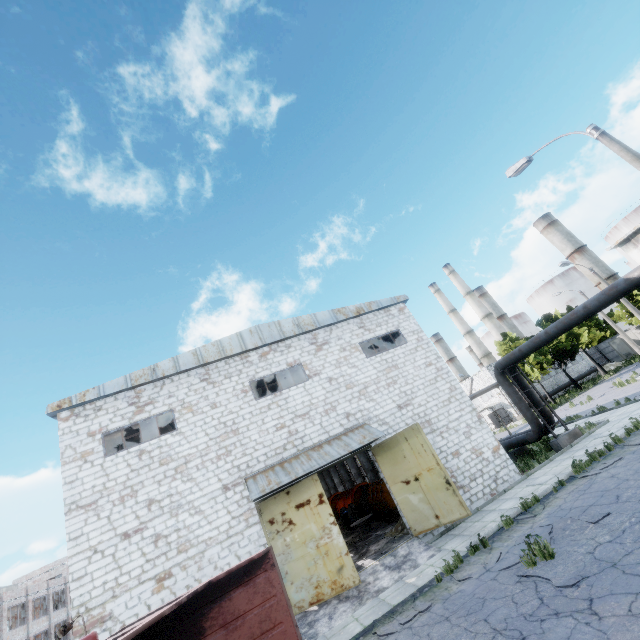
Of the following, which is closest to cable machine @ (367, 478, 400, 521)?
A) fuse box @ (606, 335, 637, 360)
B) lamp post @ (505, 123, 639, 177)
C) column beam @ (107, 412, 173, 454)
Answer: column beam @ (107, 412, 173, 454)

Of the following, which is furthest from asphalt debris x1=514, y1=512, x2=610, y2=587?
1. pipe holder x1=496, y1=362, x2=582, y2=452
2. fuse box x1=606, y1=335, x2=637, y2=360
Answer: fuse box x1=606, y1=335, x2=637, y2=360

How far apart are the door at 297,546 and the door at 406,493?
3.29m

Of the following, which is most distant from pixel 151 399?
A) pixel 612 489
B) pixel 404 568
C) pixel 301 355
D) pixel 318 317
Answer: pixel 612 489

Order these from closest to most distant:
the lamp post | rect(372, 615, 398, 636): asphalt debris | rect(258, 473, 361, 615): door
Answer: rect(372, 615, 398, 636): asphalt debris → the lamp post → rect(258, 473, 361, 615): door

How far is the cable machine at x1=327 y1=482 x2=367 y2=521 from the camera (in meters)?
25.36

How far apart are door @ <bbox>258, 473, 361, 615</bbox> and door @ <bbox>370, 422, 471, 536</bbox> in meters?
3.3

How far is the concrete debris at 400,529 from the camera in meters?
14.8
